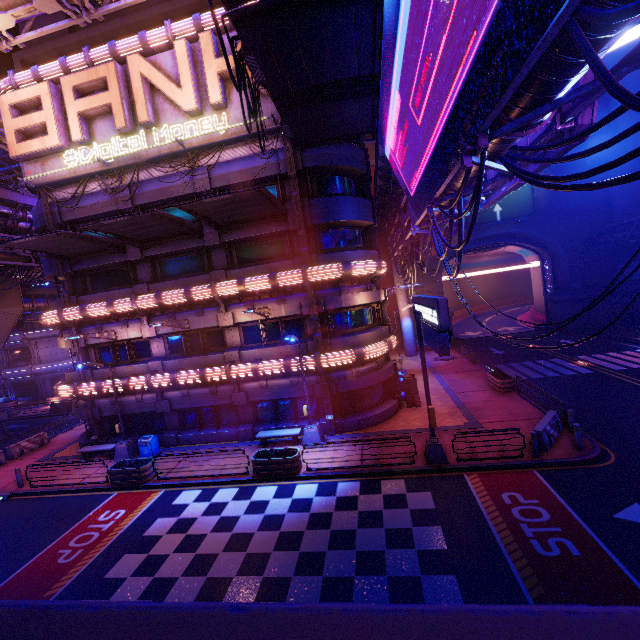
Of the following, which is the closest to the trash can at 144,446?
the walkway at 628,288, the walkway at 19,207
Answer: the walkway at 19,207

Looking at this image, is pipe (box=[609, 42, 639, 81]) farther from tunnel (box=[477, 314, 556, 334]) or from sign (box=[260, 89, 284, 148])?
sign (box=[260, 89, 284, 148])

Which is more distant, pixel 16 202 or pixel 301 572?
pixel 16 202

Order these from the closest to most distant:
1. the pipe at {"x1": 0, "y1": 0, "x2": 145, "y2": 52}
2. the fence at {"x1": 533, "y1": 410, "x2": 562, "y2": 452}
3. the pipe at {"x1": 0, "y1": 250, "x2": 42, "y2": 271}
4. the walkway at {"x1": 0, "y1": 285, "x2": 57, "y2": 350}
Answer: the fence at {"x1": 533, "y1": 410, "x2": 562, "y2": 452} → the pipe at {"x1": 0, "y1": 0, "x2": 145, "y2": 52} → the pipe at {"x1": 0, "y1": 250, "x2": 42, "y2": 271} → the walkway at {"x1": 0, "y1": 285, "x2": 57, "y2": 350}

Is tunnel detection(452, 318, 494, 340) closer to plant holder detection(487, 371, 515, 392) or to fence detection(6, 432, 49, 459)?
plant holder detection(487, 371, 515, 392)

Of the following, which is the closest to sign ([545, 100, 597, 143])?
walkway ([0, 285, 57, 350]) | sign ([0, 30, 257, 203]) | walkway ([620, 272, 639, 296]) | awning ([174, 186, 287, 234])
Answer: awning ([174, 186, 287, 234])

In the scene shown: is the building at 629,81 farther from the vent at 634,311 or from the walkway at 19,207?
the walkway at 19,207

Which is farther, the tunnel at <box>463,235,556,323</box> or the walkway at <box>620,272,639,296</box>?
the tunnel at <box>463,235,556,323</box>
